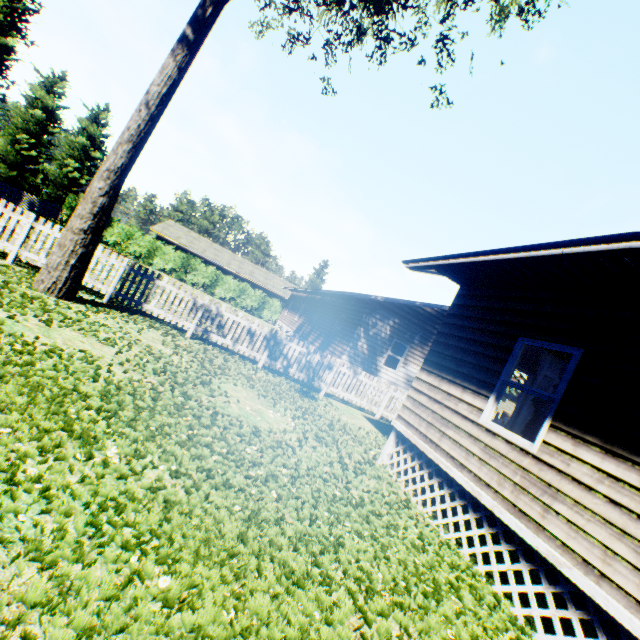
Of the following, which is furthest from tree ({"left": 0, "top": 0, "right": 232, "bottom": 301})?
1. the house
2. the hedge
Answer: the hedge

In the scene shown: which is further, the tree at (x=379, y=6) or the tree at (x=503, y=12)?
the tree at (x=379, y=6)

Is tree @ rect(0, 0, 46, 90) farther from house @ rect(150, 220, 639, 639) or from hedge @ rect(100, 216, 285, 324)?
hedge @ rect(100, 216, 285, 324)

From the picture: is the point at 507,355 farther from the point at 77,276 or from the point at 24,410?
the point at 77,276

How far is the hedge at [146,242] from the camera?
31.5 meters
